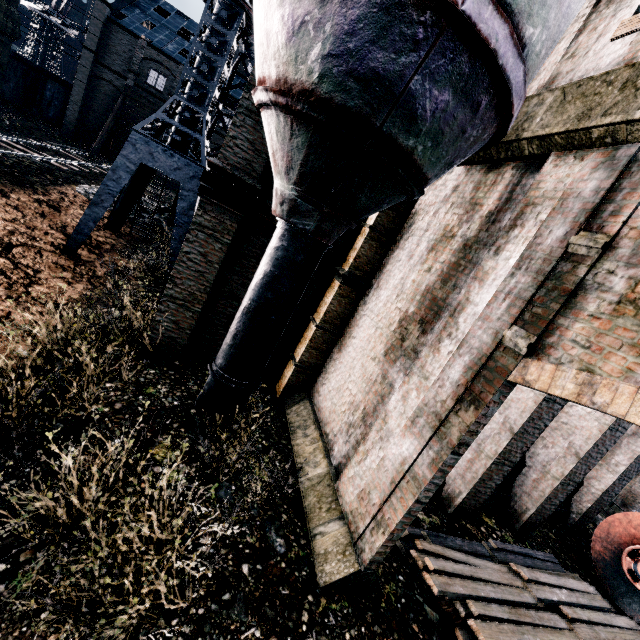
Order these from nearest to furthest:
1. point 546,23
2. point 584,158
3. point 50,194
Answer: point 546,23
point 584,158
point 50,194

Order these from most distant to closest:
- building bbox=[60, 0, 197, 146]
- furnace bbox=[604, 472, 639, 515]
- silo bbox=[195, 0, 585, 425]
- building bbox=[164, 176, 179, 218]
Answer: building bbox=[60, 0, 197, 146], building bbox=[164, 176, 179, 218], furnace bbox=[604, 472, 639, 515], silo bbox=[195, 0, 585, 425]

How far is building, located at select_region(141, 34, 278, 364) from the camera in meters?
7.8 m

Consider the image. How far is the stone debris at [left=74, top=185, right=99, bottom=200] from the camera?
19.31m

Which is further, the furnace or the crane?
the furnace

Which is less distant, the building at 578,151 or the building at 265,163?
the building at 578,151

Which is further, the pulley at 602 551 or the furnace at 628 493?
the furnace at 628 493

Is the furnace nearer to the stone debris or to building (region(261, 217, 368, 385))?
building (region(261, 217, 368, 385))
